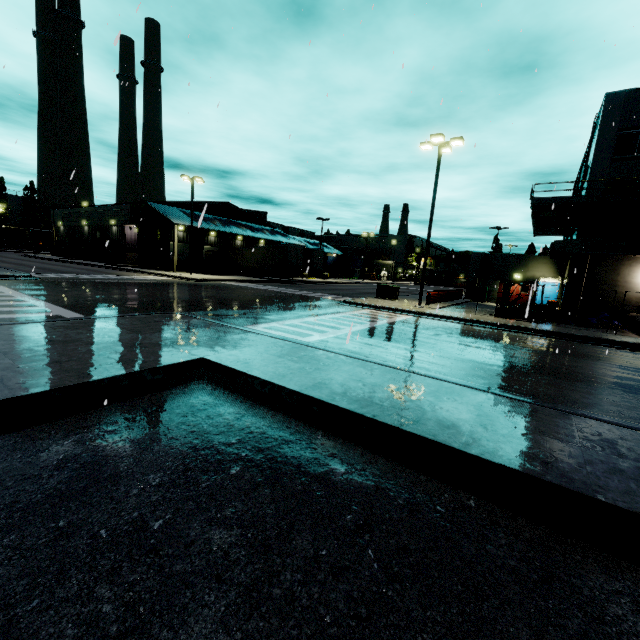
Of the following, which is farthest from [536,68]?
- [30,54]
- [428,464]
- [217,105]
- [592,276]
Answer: [592,276]

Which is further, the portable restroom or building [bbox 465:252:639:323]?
the portable restroom

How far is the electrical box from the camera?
24.0 meters

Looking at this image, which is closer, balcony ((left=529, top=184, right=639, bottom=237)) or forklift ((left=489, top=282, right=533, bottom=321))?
forklift ((left=489, top=282, right=533, bottom=321))

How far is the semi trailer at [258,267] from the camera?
37.6m

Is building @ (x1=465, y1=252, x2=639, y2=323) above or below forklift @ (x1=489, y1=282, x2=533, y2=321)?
above

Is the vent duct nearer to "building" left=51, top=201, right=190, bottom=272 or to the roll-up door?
"building" left=51, top=201, right=190, bottom=272

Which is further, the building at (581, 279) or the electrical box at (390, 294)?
the electrical box at (390, 294)
